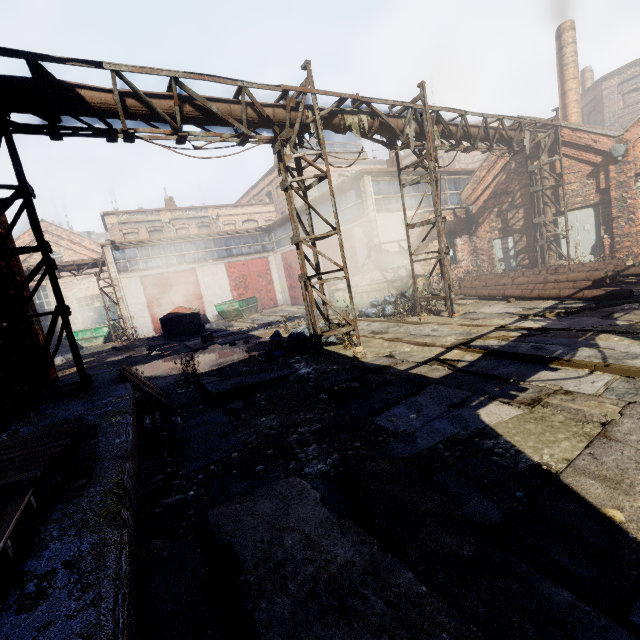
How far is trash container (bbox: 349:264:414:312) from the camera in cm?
1427

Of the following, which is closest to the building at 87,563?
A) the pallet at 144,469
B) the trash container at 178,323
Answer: the pallet at 144,469

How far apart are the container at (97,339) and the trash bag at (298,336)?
20.1m

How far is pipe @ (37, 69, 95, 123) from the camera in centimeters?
524cm

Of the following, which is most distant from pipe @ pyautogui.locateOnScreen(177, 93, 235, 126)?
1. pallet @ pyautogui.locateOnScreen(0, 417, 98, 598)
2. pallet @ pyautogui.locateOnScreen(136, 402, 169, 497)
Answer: pallet @ pyautogui.locateOnScreen(0, 417, 98, 598)

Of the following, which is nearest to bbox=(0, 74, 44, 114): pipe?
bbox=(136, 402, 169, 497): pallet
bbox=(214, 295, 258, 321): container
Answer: bbox=(136, 402, 169, 497): pallet

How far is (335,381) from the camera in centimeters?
671cm
